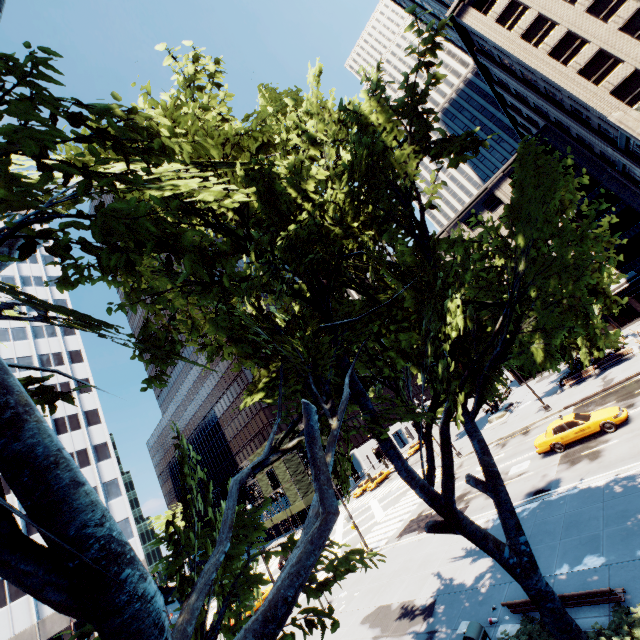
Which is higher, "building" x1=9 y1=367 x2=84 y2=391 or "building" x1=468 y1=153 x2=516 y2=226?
"building" x1=9 y1=367 x2=84 y2=391

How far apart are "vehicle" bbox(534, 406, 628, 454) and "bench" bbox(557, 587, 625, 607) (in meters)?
13.21

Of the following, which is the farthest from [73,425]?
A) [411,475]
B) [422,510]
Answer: [411,475]

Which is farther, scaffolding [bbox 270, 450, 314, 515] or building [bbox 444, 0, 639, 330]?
scaffolding [bbox 270, 450, 314, 515]

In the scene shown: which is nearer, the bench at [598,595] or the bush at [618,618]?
the bush at [618,618]

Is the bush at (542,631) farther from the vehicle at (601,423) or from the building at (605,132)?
the building at (605,132)

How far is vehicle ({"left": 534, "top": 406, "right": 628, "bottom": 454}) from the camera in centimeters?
1802cm

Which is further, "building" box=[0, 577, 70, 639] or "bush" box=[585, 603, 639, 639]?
"building" box=[0, 577, 70, 639]
